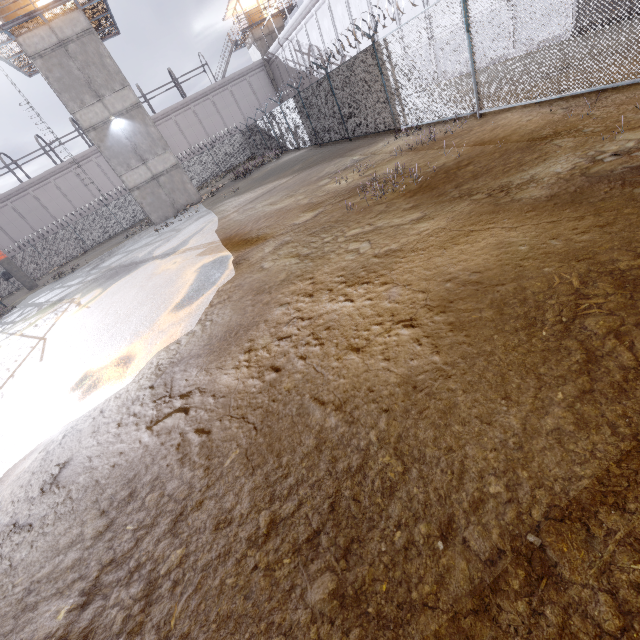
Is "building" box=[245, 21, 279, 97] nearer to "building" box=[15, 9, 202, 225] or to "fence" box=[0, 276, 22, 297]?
"fence" box=[0, 276, 22, 297]

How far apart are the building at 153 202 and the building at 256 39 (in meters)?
23.62

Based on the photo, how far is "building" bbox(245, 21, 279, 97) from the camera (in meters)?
36.59

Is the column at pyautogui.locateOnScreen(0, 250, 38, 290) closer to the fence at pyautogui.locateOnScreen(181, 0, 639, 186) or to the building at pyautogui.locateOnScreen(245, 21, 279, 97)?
the fence at pyautogui.locateOnScreen(181, 0, 639, 186)

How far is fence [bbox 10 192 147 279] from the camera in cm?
3197

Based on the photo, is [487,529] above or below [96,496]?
below

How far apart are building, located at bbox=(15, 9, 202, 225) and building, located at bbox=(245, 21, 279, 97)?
23.6 meters

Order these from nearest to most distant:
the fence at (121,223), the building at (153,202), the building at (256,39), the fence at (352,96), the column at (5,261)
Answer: the fence at (352,96)
the building at (153,202)
the column at (5,261)
the fence at (121,223)
the building at (256,39)
